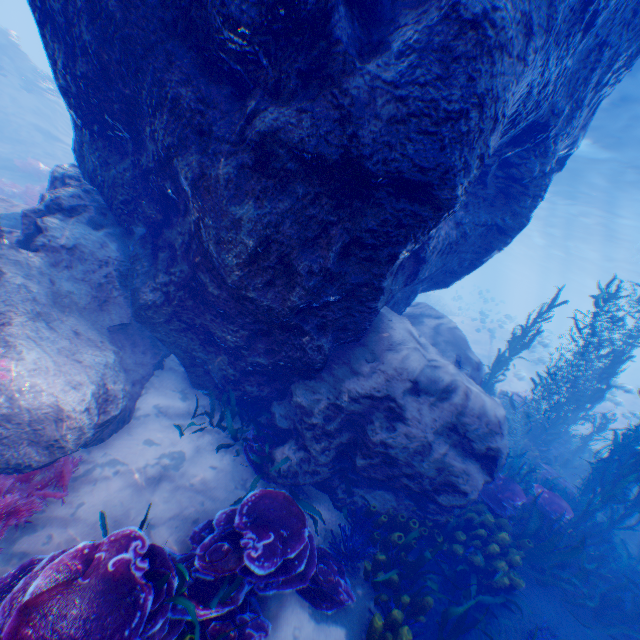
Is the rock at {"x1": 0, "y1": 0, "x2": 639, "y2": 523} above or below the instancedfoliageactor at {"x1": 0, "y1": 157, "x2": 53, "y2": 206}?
above

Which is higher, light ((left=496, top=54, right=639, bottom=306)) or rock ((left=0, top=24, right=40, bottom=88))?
light ((left=496, top=54, right=639, bottom=306))

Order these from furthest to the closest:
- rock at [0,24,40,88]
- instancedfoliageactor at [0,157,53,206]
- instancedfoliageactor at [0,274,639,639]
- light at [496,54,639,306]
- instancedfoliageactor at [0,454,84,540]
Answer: rock at [0,24,40,88], light at [496,54,639,306], instancedfoliageactor at [0,157,53,206], instancedfoliageactor at [0,454,84,540], instancedfoliageactor at [0,274,639,639]

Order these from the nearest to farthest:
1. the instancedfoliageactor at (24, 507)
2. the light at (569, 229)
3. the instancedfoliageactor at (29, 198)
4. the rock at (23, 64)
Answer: the instancedfoliageactor at (24, 507) → the instancedfoliageactor at (29, 198) → the light at (569, 229) → the rock at (23, 64)

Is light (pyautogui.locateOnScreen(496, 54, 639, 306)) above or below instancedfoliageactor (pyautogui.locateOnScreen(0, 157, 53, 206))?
above

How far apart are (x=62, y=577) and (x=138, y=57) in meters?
5.3 m

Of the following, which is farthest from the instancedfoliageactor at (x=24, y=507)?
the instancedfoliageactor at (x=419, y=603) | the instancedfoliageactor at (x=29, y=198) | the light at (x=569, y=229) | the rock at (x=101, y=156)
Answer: the light at (x=569, y=229)
